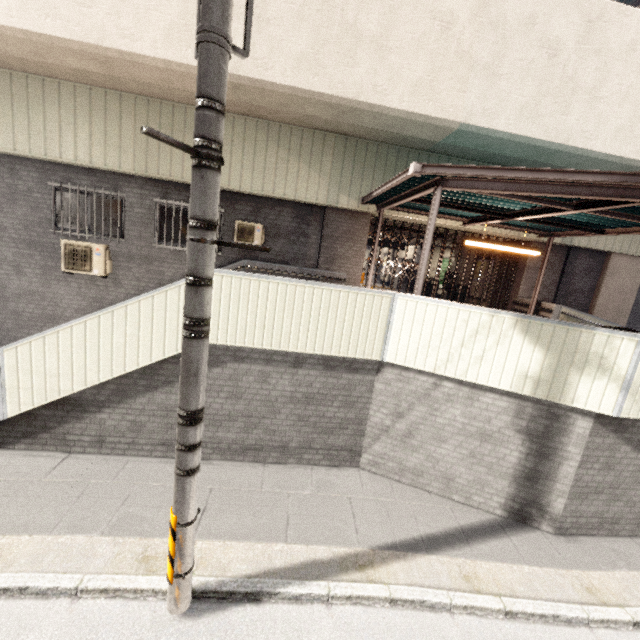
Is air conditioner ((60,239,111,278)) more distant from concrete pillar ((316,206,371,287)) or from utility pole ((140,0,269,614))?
utility pole ((140,0,269,614))

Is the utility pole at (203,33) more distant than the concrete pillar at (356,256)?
No

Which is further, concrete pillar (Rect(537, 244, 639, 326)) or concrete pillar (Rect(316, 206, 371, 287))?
concrete pillar (Rect(537, 244, 639, 326))

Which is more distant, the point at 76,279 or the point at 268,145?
the point at 76,279

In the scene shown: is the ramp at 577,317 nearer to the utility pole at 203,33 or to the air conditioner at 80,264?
the utility pole at 203,33

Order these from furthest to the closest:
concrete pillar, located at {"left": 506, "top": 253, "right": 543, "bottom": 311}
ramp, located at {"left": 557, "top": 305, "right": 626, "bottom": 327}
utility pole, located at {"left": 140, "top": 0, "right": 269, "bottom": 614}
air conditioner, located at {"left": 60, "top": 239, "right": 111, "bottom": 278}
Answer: concrete pillar, located at {"left": 506, "top": 253, "right": 543, "bottom": 311}
ramp, located at {"left": 557, "top": 305, "right": 626, "bottom": 327}
air conditioner, located at {"left": 60, "top": 239, "right": 111, "bottom": 278}
utility pole, located at {"left": 140, "top": 0, "right": 269, "bottom": 614}

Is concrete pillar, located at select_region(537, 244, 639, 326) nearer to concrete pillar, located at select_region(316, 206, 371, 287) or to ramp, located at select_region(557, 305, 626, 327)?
ramp, located at select_region(557, 305, 626, 327)

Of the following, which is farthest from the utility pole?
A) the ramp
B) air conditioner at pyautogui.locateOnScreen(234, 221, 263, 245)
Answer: the ramp
